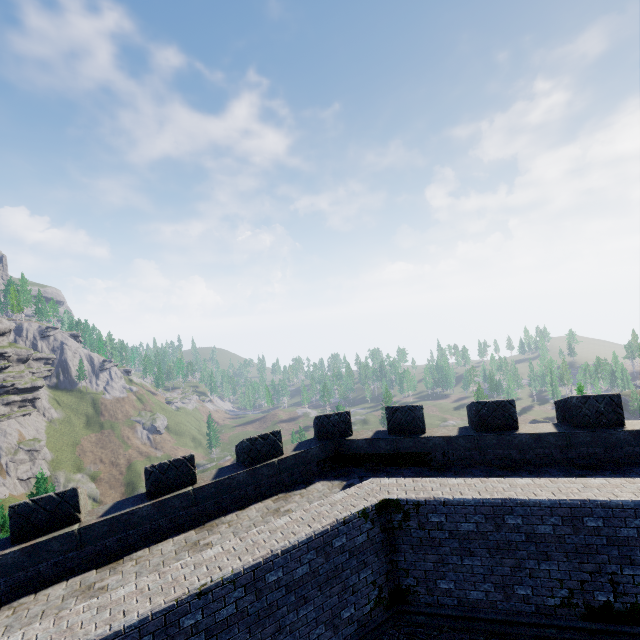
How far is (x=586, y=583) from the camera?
6.6 meters
